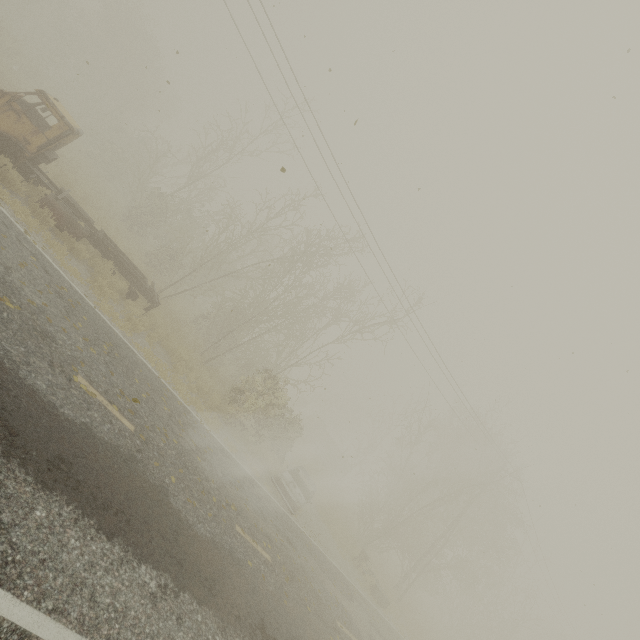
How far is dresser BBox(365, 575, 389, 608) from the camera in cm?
1639

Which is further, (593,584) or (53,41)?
(53,41)

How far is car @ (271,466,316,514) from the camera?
13.1m

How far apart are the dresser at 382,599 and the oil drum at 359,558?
0.54m

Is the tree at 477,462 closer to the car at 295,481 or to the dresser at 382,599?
the dresser at 382,599

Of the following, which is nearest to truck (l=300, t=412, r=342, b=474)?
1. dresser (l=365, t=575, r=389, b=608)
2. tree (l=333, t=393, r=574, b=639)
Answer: tree (l=333, t=393, r=574, b=639)

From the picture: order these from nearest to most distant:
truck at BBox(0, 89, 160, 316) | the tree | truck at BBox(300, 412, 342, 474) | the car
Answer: truck at BBox(0, 89, 160, 316) < the car < the tree < truck at BBox(300, 412, 342, 474)

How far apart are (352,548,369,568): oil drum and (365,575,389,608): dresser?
0.5m
